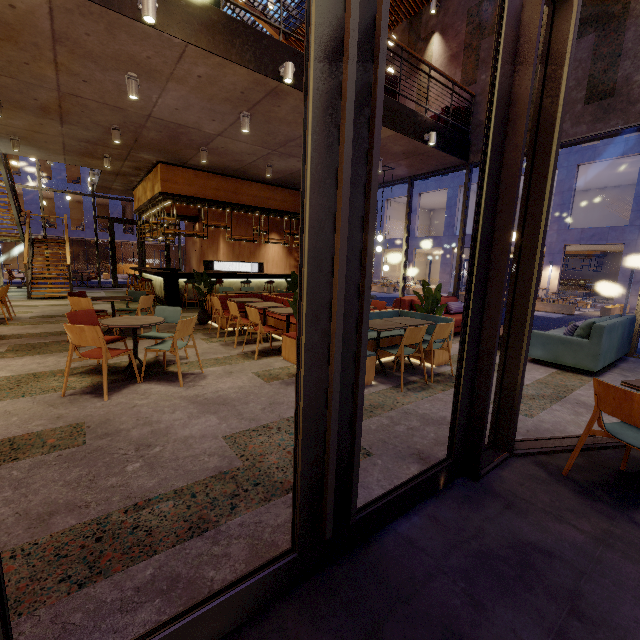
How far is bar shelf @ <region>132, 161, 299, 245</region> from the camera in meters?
10.4 m

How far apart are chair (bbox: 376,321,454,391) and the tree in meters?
1.5 m

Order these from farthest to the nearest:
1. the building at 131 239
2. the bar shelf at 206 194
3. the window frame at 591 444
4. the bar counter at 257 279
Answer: the building at 131 239
the bar counter at 257 279
the bar shelf at 206 194
the window frame at 591 444

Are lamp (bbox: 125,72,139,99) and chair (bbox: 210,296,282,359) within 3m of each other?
no

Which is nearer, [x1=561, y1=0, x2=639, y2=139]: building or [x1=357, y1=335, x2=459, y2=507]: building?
[x1=357, y1=335, x2=459, y2=507]: building

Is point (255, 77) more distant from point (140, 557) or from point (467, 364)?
point (140, 557)

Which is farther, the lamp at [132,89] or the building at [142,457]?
the lamp at [132,89]
